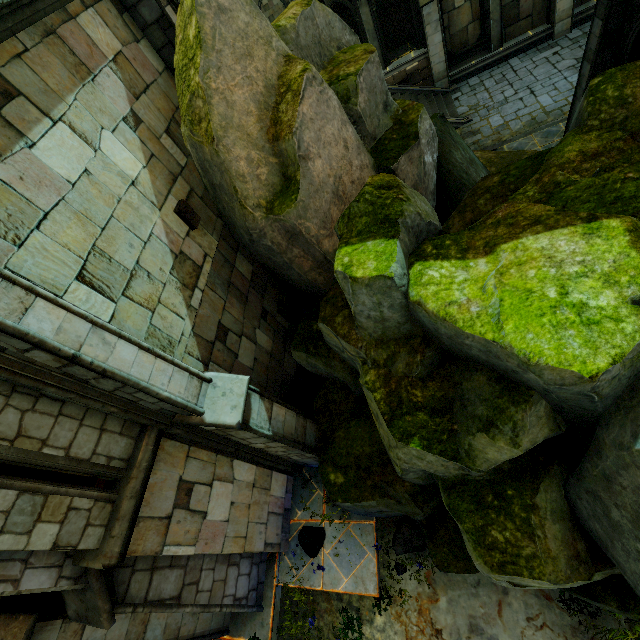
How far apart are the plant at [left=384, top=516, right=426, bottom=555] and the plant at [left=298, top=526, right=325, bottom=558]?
1.4 meters

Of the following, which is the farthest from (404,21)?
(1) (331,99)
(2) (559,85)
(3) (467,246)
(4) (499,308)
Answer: (4) (499,308)

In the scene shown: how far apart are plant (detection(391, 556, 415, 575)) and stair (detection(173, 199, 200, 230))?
7.11m

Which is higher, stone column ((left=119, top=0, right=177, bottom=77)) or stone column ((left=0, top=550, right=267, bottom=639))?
stone column ((left=119, top=0, right=177, bottom=77))

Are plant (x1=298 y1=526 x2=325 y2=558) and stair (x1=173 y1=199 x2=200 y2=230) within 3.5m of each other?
no

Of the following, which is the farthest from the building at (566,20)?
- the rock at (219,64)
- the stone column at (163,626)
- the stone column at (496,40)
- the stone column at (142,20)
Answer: the stone column at (163,626)

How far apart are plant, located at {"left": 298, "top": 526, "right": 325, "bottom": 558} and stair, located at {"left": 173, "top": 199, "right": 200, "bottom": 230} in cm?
684

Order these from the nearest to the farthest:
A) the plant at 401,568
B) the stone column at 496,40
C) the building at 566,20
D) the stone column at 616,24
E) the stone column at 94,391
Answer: the stone column at 94,391
the plant at 401,568
the stone column at 616,24
the building at 566,20
the stone column at 496,40
